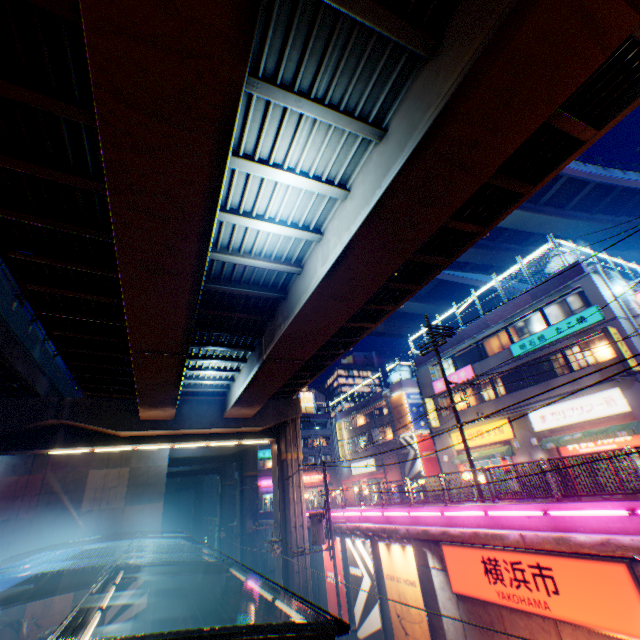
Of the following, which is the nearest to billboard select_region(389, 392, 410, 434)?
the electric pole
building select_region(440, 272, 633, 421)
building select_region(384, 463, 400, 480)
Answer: building select_region(384, 463, 400, 480)

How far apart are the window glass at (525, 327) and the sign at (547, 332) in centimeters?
60cm

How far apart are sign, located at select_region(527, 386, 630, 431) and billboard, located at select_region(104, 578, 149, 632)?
29.9m

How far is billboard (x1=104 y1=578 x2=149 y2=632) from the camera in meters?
23.0

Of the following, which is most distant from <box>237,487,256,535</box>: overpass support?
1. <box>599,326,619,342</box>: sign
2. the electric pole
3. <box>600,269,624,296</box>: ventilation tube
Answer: <box>600,269,624,296</box>: ventilation tube

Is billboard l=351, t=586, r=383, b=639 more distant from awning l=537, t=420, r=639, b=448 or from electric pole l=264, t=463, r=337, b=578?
awning l=537, t=420, r=639, b=448

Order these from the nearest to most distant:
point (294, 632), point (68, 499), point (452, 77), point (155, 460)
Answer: point (294, 632) < point (452, 77) < point (68, 499) < point (155, 460)

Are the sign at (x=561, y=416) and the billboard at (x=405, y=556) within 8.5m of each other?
no
